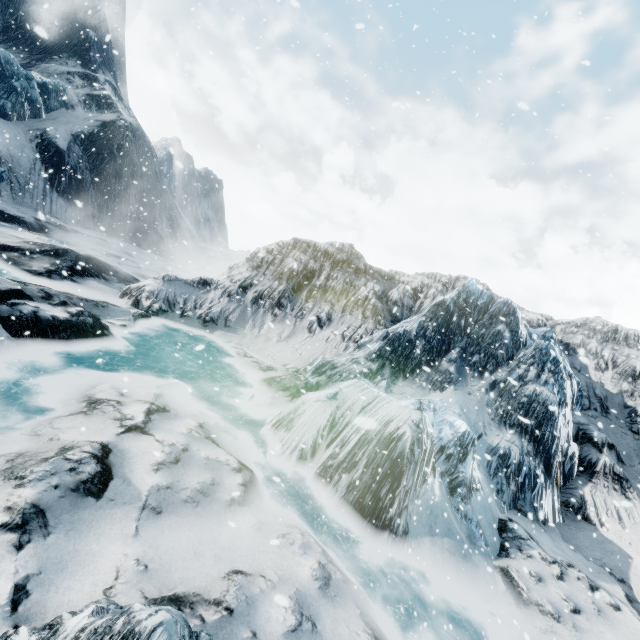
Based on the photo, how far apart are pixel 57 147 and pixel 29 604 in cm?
3230
